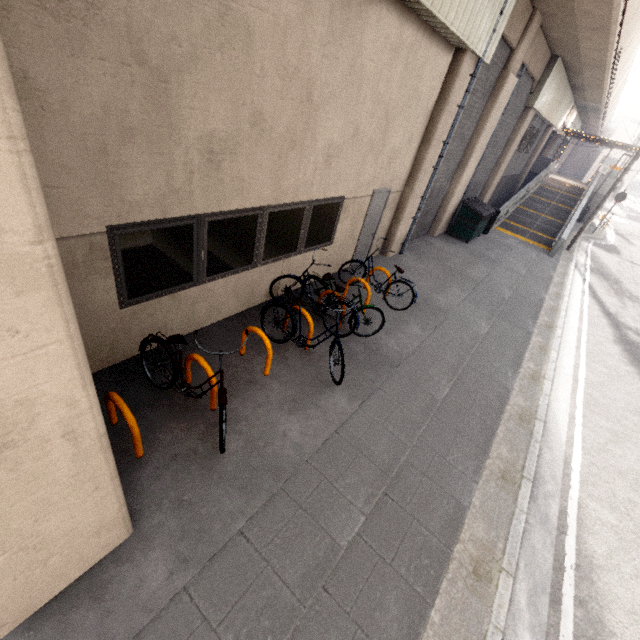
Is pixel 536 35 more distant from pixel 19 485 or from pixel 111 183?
pixel 19 485

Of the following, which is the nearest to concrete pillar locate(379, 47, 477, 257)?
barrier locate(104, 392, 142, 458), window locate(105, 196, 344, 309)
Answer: window locate(105, 196, 344, 309)

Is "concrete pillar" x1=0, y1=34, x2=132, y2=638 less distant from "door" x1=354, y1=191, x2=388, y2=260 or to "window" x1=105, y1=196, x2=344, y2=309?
"window" x1=105, y1=196, x2=344, y2=309

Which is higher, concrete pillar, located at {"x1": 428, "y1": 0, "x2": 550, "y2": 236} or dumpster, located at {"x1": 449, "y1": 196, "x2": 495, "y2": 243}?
concrete pillar, located at {"x1": 428, "y1": 0, "x2": 550, "y2": 236}

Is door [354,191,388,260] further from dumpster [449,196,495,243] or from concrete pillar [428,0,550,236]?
dumpster [449,196,495,243]

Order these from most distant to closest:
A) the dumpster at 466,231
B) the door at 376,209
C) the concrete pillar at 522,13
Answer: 1. the dumpster at 466,231
2. the concrete pillar at 522,13
3. the door at 376,209

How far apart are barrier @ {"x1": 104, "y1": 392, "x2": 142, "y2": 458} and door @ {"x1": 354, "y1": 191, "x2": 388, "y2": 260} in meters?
6.7

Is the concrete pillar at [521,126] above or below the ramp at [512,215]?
above
